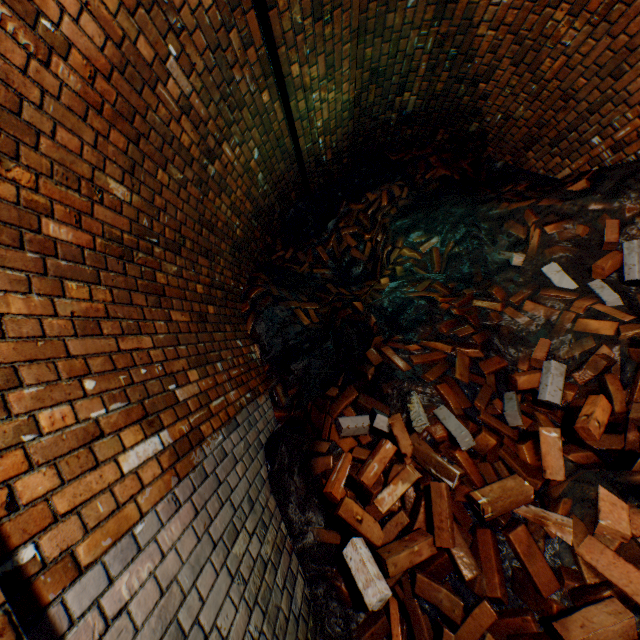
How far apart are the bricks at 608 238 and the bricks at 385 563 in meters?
1.4 m

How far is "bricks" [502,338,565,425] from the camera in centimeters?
238cm

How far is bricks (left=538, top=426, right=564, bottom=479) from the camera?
2.00m

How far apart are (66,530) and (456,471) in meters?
1.9

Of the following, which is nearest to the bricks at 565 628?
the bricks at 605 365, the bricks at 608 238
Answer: the bricks at 605 365

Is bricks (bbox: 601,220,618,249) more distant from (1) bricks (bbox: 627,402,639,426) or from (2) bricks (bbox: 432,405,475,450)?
(2) bricks (bbox: 432,405,475,450)

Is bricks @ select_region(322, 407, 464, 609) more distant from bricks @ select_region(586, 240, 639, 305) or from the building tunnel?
bricks @ select_region(586, 240, 639, 305)

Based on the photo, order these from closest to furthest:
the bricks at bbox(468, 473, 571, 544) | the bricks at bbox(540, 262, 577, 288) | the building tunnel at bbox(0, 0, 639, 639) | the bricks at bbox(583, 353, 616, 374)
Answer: the building tunnel at bbox(0, 0, 639, 639)
the bricks at bbox(468, 473, 571, 544)
the bricks at bbox(583, 353, 616, 374)
the bricks at bbox(540, 262, 577, 288)
